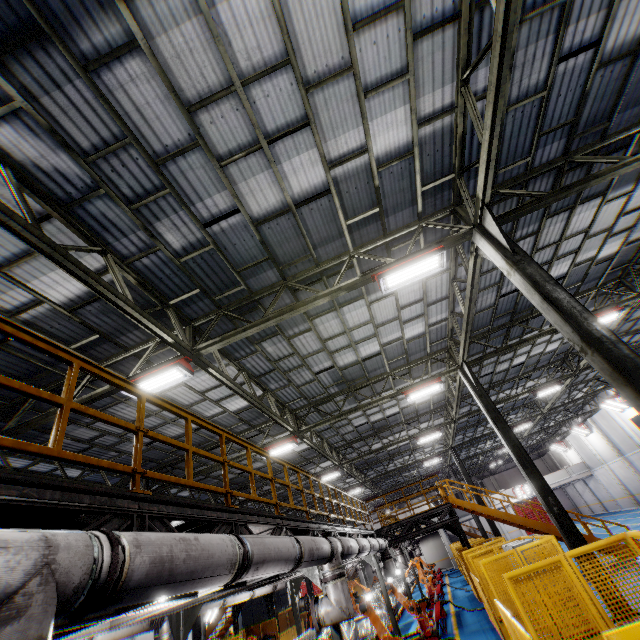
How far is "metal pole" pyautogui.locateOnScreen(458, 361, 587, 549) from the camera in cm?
966

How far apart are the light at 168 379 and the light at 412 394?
8.66m

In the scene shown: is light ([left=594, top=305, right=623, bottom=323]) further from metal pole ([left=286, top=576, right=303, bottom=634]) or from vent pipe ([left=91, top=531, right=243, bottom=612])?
metal pole ([left=286, top=576, right=303, bottom=634])

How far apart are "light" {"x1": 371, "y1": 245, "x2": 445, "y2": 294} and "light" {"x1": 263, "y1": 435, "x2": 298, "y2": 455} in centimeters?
862cm

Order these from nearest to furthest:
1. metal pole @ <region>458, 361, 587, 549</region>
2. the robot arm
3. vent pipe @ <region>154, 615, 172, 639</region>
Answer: vent pipe @ <region>154, 615, 172, 639</region>
the robot arm
metal pole @ <region>458, 361, 587, 549</region>

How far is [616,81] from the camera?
6.8m

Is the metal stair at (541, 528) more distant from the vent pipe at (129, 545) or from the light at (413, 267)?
Result: the light at (413, 267)

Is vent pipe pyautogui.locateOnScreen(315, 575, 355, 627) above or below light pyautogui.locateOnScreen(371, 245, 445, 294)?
below
